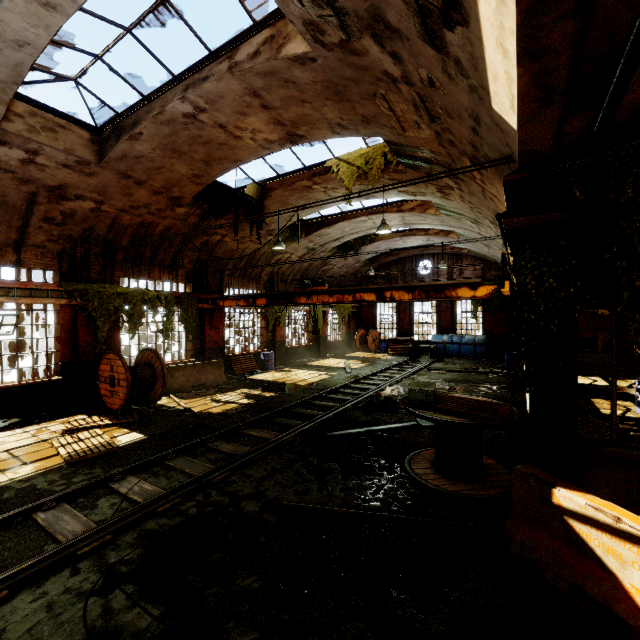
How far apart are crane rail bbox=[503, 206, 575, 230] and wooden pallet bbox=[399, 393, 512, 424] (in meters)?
2.87

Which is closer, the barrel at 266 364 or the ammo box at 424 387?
the ammo box at 424 387

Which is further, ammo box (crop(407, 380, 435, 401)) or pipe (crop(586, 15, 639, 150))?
ammo box (crop(407, 380, 435, 401))

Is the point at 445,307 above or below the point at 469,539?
above

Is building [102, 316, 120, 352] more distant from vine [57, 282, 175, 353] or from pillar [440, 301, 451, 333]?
pillar [440, 301, 451, 333]

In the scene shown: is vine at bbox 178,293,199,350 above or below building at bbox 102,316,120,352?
above

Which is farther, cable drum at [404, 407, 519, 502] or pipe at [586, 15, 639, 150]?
cable drum at [404, 407, 519, 502]

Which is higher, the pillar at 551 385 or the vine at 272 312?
the vine at 272 312
